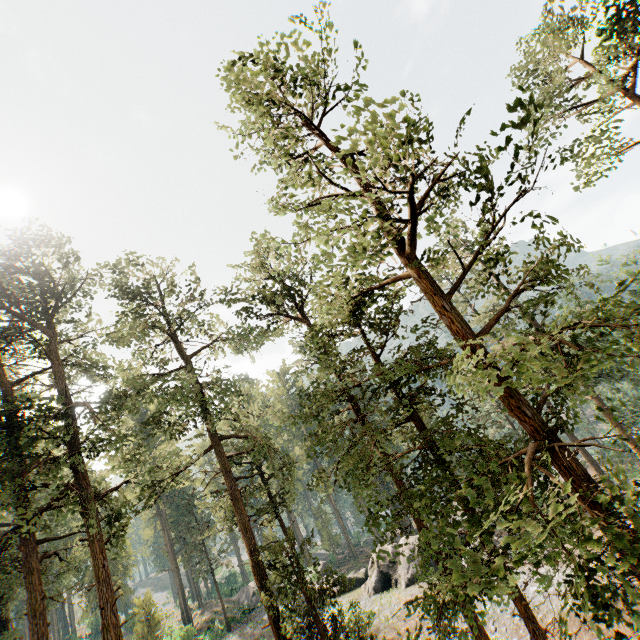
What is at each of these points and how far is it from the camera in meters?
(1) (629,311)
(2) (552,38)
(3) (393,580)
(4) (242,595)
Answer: (1) foliage, 5.4 m
(2) foliage, 19.3 m
(3) rock, 27.6 m
(4) rock, 43.0 m

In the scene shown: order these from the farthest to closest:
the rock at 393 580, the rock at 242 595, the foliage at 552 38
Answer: the rock at 242 595, the rock at 393 580, the foliage at 552 38

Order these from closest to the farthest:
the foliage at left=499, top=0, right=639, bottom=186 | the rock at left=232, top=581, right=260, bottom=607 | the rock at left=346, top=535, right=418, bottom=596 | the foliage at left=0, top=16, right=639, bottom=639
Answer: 1. the foliage at left=0, top=16, right=639, bottom=639
2. the foliage at left=499, top=0, right=639, bottom=186
3. the rock at left=346, top=535, right=418, bottom=596
4. the rock at left=232, top=581, right=260, bottom=607

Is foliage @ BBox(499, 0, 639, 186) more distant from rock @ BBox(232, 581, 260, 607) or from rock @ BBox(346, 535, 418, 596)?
rock @ BBox(232, 581, 260, 607)

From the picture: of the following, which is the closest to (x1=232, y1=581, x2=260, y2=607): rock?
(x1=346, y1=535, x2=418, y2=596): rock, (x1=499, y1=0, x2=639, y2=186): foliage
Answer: (x1=346, y1=535, x2=418, y2=596): rock

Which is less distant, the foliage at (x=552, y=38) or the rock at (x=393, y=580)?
the foliage at (x=552, y=38)
